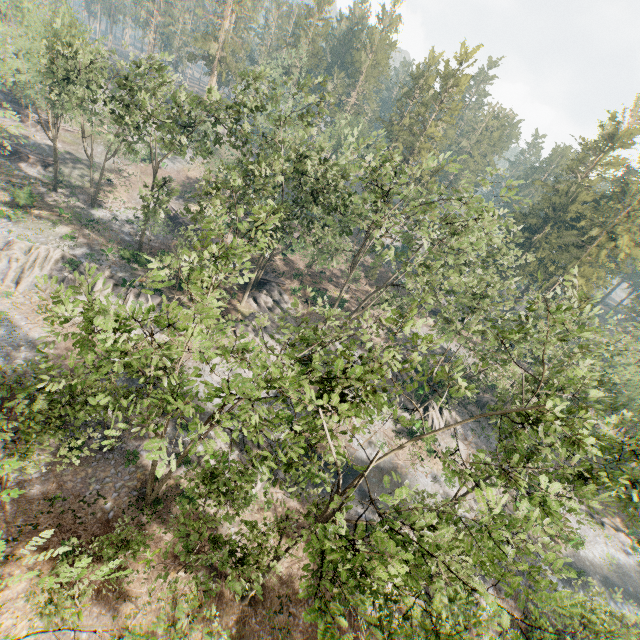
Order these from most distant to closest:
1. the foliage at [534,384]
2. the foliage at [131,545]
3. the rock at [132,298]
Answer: the rock at [132,298]
the foliage at [534,384]
the foliage at [131,545]

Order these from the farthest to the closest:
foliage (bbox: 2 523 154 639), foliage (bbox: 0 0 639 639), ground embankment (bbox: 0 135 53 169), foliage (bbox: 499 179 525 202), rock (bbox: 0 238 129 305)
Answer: ground embankment (bbox: 0 135 53 169), rock (bbox: 0 238 129 305), foliage (bbox: 499 179 525 202), foliage (bbox: 0 0 639 639), foliage (bbox: 2 523 154 639)

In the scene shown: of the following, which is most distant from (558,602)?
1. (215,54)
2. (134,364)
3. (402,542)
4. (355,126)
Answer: (215,54)

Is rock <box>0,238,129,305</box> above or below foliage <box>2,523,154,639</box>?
below

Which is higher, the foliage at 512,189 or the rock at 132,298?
the foliage at 512,189

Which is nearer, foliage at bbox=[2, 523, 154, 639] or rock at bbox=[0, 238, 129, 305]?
foliage at bbox=[2, 523, 154, 639]

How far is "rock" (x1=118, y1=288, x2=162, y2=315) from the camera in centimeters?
3212cm

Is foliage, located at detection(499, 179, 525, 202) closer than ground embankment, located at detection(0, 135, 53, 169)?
Yes
